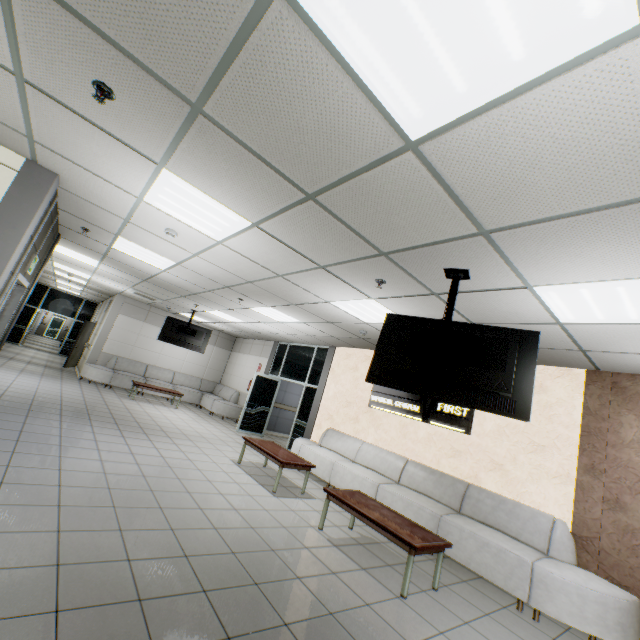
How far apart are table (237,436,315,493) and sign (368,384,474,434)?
2.1m

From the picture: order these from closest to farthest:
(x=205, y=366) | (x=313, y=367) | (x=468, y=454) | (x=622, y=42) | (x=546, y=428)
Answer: (x=622, y=42)
(x=546, y=428)
(x=468, y=454)
(x=313, y=367)
(x=205, y=366)

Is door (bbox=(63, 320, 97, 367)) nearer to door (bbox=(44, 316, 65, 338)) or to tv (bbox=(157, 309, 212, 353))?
tv (bbox=(157, 309, 212, 353))

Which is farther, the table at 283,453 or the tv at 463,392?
the table at 283,453

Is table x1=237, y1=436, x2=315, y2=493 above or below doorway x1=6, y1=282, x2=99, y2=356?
below

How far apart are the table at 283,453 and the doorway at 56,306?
15.6 meters

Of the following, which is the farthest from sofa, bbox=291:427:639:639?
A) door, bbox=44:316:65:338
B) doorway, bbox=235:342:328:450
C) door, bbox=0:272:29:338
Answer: door, bbox=44:316:65:338

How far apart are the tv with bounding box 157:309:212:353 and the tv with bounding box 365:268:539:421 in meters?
8.3
